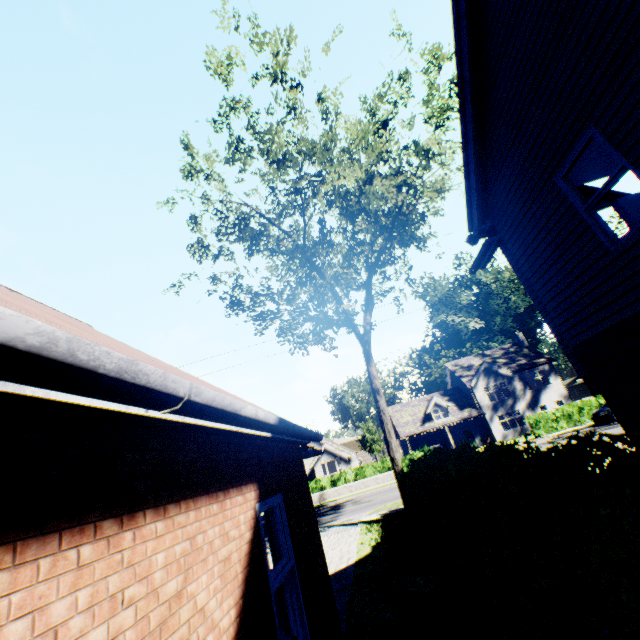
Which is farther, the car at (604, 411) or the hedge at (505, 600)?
the car at (604, 411)

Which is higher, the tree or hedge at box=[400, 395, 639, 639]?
the tree

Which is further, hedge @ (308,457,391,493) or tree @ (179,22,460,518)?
hedge @ (308,457,391,493)

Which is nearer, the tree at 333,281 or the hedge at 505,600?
the hedge at 505,600

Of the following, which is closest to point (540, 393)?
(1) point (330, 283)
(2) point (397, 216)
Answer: (2) point (397, 216)

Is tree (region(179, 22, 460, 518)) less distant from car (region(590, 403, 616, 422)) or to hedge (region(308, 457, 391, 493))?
car (region(590, 403, 616, 422))

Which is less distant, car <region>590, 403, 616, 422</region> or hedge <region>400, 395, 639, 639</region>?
hedge <region>400, 395, 639, 639</region>
